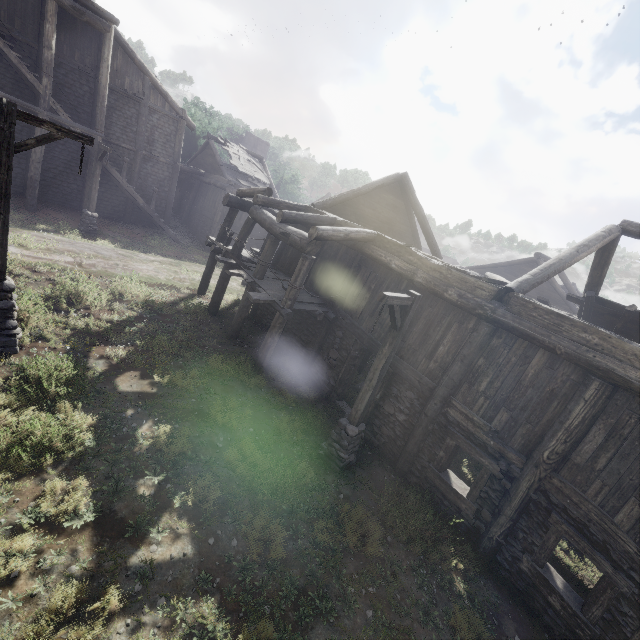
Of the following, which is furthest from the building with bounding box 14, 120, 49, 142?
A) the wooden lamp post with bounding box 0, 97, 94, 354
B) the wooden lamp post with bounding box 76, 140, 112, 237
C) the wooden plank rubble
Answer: the wooden lamp post with bounding box 76, 140, 112, 237

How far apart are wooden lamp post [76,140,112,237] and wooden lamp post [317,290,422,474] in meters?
15.9 m

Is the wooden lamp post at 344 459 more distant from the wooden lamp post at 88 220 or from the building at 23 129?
the wooden lamp post at 88 220

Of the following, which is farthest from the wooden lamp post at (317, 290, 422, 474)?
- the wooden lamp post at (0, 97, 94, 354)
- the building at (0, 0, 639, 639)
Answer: the wooden lamp post at (0, 97, 94, 354)

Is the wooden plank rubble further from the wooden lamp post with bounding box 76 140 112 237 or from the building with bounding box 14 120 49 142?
the wooden lamp post with bounding box 76 140 112 237

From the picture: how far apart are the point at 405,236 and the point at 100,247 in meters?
16.1 m

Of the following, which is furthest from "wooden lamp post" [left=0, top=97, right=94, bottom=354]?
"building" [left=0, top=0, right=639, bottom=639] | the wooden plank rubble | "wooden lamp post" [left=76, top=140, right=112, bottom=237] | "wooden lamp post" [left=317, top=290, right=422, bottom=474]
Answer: the wooden plank rubble

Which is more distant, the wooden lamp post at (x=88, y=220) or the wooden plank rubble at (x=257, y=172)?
the wooden plank rubble at (x=257, y=172)
